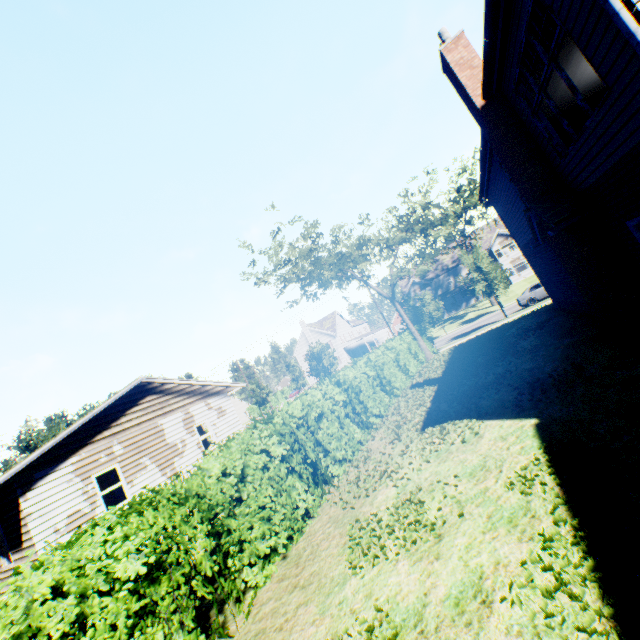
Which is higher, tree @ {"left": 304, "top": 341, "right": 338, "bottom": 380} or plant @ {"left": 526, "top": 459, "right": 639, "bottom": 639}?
tree @ {"left": 304, "top": 341, "right": 338, "bottom": 380}

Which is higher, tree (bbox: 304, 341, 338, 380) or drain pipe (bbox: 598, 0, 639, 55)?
drain pipe (bbox: 598, 0, 639, 55)

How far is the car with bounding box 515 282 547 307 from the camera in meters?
27.3 m

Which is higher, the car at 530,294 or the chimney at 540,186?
the chimney at 540,186

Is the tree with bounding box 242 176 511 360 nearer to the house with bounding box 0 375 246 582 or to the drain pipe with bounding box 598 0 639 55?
the house with bounding box 0 375 246 582

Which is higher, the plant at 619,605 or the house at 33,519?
the house at 33,519

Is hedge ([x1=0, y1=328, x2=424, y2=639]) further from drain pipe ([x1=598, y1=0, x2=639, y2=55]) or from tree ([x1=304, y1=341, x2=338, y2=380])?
Answer: tree ([x1=304, y1=341, x2=338, y2=380])

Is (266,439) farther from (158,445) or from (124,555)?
(158,445)
